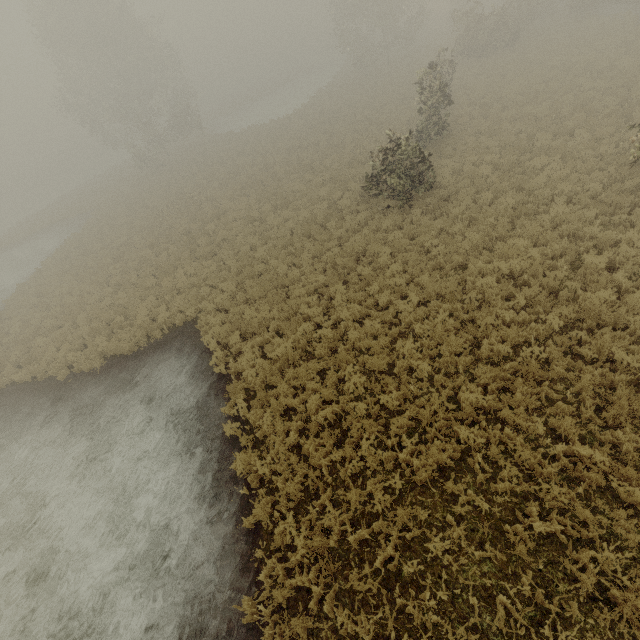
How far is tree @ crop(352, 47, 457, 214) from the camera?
13.40m

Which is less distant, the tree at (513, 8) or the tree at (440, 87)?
the tree at (440, 87)

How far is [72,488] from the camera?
9.95m

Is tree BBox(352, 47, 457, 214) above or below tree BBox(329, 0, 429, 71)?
below

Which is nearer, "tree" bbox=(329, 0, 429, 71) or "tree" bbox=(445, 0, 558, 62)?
"tree" bbox=(445, 0, 558, 62)

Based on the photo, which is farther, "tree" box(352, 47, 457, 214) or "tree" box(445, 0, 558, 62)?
"tree" box(445, 0, 558, 62)

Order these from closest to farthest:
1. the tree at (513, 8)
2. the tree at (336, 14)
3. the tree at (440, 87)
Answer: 1. the tree at (440, 87)
2. the tree at (513, 8)
3. the tree at (336, 14)
